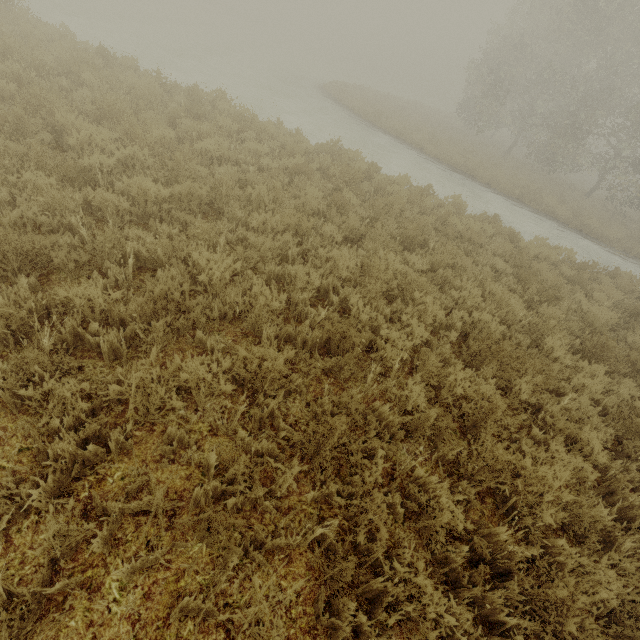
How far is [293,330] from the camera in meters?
4.3 m
